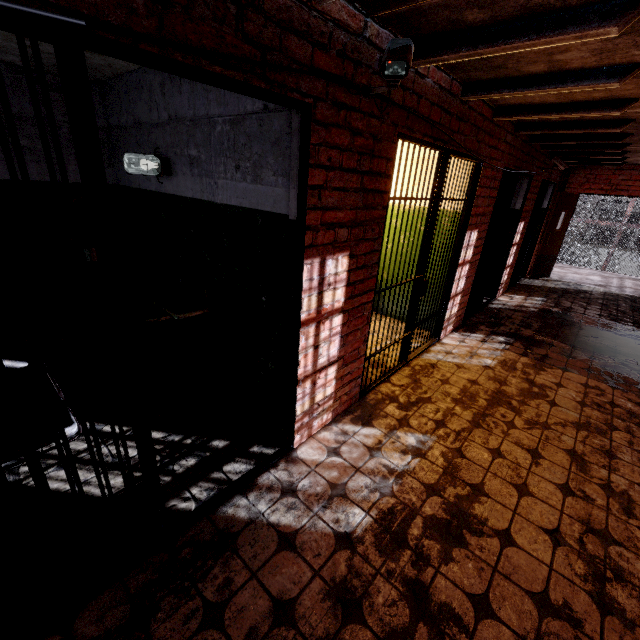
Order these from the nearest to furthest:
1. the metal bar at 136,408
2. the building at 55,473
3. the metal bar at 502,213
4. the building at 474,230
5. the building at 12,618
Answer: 1. the metal bar at 136,408
2. the building at 12,618
3. the building at 55,473
4. the building at 474,230
5. the metal bar at 502,213

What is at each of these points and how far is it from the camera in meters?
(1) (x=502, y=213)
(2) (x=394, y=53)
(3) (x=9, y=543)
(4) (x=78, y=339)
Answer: (1) metal bar, 5.2
(2) camera, 1.6
(3) building, 1.8
(4) building, 4.0

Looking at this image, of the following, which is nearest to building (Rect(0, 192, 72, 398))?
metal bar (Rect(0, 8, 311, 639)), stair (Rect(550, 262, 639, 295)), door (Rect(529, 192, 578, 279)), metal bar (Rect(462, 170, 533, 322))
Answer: metal bar (Rect(0, 8, 311, 639))

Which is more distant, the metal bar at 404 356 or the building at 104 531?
the metal bar at 404 356

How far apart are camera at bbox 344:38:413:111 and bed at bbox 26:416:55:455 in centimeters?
239cm

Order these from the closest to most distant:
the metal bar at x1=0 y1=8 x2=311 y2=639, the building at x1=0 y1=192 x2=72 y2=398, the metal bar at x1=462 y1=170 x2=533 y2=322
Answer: the metal bar at x1=0 y1=8 x2=311 y2=639 → the building at x1=0 y1=192 x2=72 y2=398 → the metal bar at x1=462 y1=170 x2=533 y2=322

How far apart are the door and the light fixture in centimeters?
874cm

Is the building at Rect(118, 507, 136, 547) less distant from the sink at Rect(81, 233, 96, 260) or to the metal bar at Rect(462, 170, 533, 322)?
the sink at Rect(81, 233, 96, 260)
